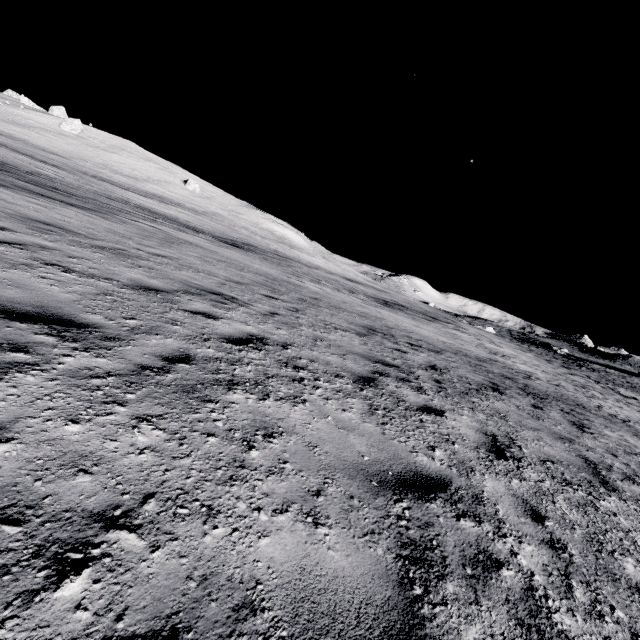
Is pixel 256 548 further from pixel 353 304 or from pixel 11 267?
pixel 353 304
